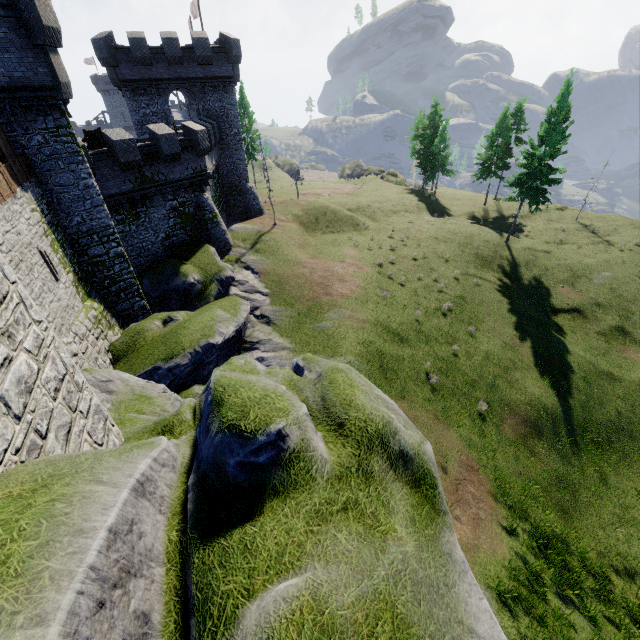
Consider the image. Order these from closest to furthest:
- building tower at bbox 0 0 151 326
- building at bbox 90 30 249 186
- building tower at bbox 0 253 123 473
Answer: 1. building tower at bbox 0 253 123 473
2. building tower at bbox 0 0 151 326
3. building at bbox 90 30 249 186

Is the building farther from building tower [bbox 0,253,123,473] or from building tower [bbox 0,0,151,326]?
building tower [bbox 0,253,123,473]

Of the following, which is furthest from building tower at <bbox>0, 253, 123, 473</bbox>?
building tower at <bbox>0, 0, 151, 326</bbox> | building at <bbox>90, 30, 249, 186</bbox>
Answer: building at <bbox>90, 30, 249, 186</bbox>

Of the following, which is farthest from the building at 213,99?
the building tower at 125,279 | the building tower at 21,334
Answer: the building tower at 21,334

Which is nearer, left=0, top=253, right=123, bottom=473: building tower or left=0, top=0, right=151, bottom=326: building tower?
left=0, top=253, right=123, bottom=473: building tower

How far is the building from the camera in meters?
26.7

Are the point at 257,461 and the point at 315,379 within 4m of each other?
yes
